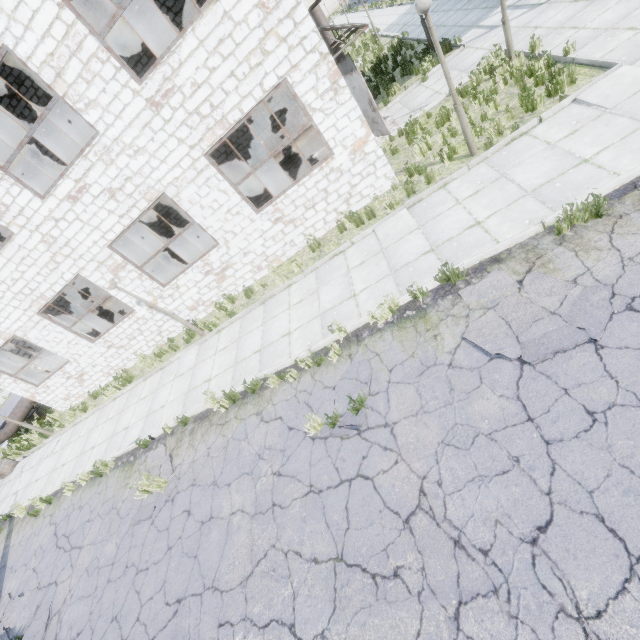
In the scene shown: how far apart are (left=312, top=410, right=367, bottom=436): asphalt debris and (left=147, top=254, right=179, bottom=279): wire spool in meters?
12.3

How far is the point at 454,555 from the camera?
3.7m

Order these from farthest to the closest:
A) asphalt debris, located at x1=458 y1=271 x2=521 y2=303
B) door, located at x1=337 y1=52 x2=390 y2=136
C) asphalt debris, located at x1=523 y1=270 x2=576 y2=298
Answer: door, located at x1=337 y1=52 x2=390 y2=136 < asphalt debris, located at x1=458 y1=271 x2=521 y2=303 < asphalt debris, located at x1=523 y1=270 x2=576 y2=298

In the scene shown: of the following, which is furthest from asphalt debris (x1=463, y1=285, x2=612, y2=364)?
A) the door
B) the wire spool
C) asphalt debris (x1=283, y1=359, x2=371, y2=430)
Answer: the wire spool

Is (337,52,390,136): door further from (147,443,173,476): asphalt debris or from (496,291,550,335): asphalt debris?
(147,443,173,476): asphalt debris

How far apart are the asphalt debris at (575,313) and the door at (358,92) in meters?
7.7 m

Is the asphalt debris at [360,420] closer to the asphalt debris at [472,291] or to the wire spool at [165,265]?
the asphalt debris at [472,291]

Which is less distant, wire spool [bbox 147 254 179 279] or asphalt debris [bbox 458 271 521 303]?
asphalt debris [bbox 458 271 521 303]
